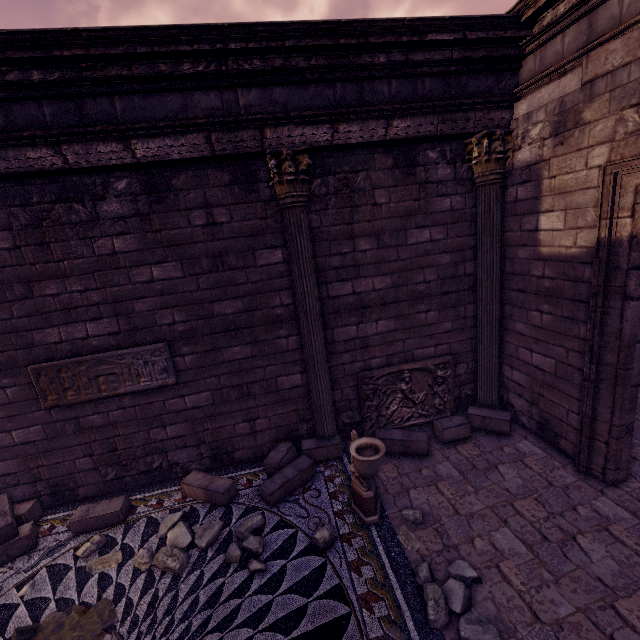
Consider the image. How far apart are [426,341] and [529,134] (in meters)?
3.47

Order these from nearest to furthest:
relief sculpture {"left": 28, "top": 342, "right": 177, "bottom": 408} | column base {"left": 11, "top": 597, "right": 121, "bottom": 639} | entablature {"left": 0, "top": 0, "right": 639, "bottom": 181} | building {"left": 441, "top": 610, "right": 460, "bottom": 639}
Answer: column base {"left": 11, "top": 597, "right": 121, "bottom": 639}
building {"left": 441, "top": 610, "right": 460, "bottom": 639}
entablature {"left": 0, "top": 0, "right": 639, "bottom": 181}
relief sculpture {"left": 28, "top": 342, "right": 177, "bottom": 408}

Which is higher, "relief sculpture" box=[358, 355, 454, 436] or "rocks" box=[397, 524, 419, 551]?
"relief sculpture" box=[358, 355, 454, 436]

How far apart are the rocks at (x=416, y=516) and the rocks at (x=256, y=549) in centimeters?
162cm

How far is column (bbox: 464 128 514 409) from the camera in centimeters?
491cm

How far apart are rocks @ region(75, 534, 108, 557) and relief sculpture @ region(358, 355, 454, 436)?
3.9m

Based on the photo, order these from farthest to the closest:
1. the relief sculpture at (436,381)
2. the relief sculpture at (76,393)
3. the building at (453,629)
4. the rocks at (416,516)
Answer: the relief sculpture at (436,381) → the relief sculpture at (76,393) → the rocks at (416,516) → the building at (453,629)

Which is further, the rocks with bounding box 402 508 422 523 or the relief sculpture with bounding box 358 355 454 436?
the relief sculpture with bounding box 358 355 454 436
